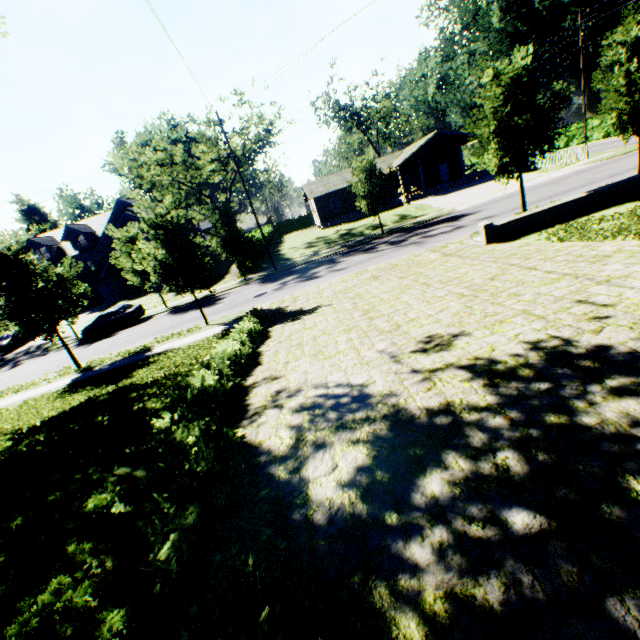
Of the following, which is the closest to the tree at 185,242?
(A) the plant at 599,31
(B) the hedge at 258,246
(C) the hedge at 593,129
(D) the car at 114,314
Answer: (B) the hedge at 258,246

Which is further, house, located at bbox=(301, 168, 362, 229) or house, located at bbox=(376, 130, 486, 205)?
house, located at bbox=(301, 168, 362, 229)

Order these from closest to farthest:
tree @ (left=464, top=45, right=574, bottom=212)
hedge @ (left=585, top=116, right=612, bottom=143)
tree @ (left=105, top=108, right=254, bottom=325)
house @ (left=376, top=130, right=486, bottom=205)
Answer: tree @ (left=464, top=45, right=574, bottom=212) → tree @ (left=105, top=108, right=254, bottom=325) → house @ (left=376, top=130, right=486, bottom=205) → hedge @ (left=585, top=116, right=612, bottom=143)

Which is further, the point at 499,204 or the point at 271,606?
the point at 499,204

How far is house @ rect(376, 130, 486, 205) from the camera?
36.6m

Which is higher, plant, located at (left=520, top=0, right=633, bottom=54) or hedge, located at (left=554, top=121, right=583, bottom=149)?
plant, located at (left=520, top=0, right=633, bottom=54)

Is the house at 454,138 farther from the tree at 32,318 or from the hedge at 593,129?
the hedge at 593,129

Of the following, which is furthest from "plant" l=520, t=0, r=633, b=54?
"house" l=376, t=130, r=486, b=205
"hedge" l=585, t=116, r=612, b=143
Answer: "house" l=376, t=130, r=486, b=205
